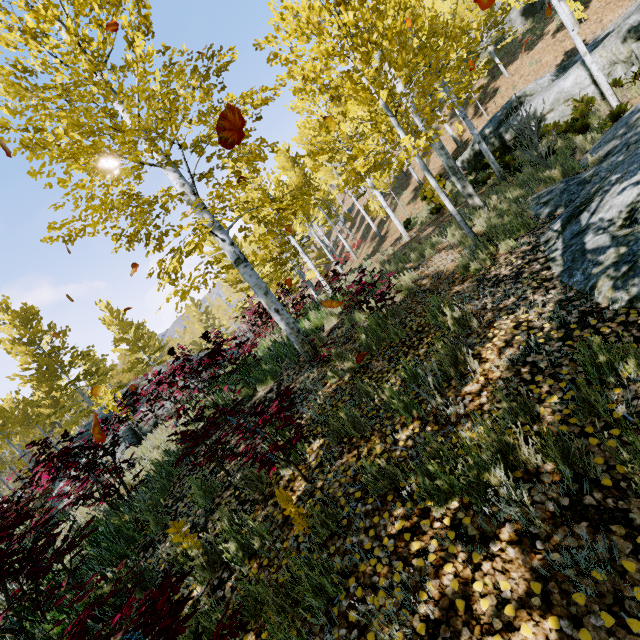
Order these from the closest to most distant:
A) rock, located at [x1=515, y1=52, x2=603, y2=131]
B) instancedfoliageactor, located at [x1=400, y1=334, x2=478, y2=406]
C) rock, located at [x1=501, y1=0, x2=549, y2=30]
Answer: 1. instancedfoliageactor, located at [x1=400, y1=334, x2=478, y2=406]
2. rock, located at [x1=515, y1=52, x2=603, y2=131]
3. rock, located at [x1=501, y1=0, x2=549, y2=30]

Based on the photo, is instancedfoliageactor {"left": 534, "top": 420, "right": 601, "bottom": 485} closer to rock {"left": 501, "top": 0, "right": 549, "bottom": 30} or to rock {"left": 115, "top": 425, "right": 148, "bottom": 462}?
rock {"left": 115, "top": 425, "right": 148, "bottom": 462}

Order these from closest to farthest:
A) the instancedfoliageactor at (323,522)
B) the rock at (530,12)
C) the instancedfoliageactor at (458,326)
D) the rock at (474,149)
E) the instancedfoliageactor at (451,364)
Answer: the instancedfoliageactor at (323,522) < the instancedfoliageactor at (451,364) < the instancedfoliageactor at (458,326) < the rock at (474,149) < the rock at (530,12)

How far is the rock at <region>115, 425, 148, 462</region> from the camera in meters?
8.7

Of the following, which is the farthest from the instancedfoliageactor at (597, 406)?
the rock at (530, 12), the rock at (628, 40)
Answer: the rock at (530, 12)

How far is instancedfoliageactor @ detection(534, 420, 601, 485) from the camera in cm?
189

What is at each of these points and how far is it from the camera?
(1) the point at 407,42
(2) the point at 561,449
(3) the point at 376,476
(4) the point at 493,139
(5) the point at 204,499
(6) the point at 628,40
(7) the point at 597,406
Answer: (1) instancedfoliageactor, 5.25m
(2) instancedfoliageactor, 2.00m
(3) instancedfoliageactor, 2.73m
(4) rock, 16.02m
(5) instancedfoliageactor, 4.00m
(6) rock, 11.22m
(7) instancedfoliageactor, 2.15m

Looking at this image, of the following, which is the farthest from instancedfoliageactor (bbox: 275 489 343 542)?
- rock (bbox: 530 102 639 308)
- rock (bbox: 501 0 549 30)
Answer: rock (bbox: 501 0 549 30)
